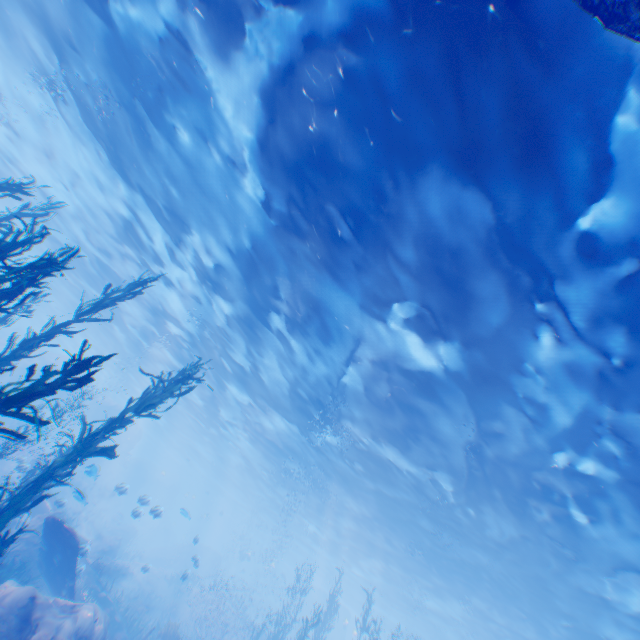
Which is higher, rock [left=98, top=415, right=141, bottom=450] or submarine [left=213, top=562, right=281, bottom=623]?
rock [left=98, top=415, right=141, bottom=450]

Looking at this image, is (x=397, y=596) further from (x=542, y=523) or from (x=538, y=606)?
(x=542, y=523)

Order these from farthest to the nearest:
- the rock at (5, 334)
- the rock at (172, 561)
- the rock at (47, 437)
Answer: the rock at (5, 334)
the rock at (47, 437)
the rock at (172, 561)

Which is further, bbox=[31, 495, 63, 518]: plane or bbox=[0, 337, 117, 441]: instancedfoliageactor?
bbox=[31, 495, 63, 518]: plane

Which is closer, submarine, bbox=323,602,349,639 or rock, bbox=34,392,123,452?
rock, bbox=34,392,123,452

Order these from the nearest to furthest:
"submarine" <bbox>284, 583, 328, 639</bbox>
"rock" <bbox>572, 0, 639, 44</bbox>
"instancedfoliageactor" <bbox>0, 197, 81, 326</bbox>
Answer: "rock" <bbox>572, 0, 639, 44</bbox> → "instancedfoliageactor" <bbox>0, 197, 81, 326</bbox> → "submarine" <bbox>284, 583, 328, 639</bbox>

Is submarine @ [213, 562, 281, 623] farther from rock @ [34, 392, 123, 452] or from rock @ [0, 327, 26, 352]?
rock @ [0, 327, 26, 352]

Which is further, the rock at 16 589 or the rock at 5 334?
the rock at 5 334
